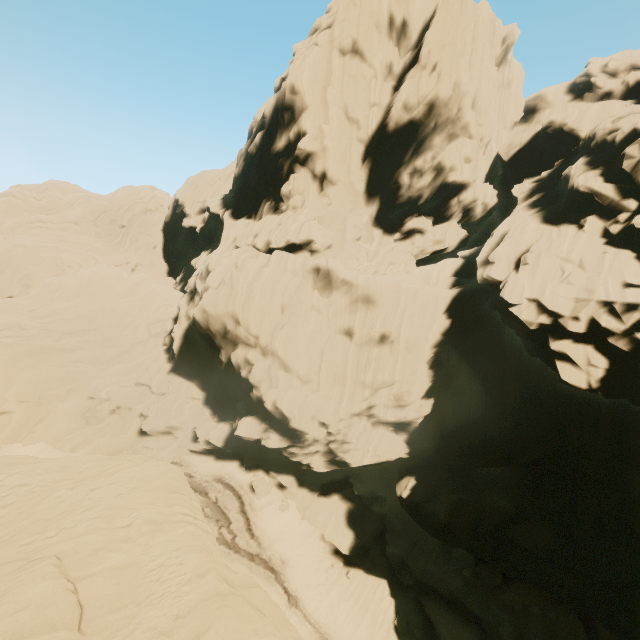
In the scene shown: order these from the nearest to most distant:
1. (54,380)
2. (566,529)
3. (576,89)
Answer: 1. (566,529)
2. (54,380)
3. (576,89)
